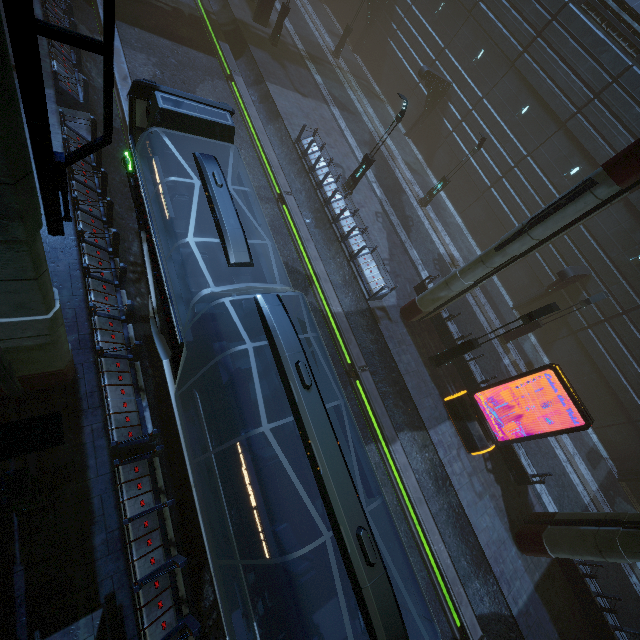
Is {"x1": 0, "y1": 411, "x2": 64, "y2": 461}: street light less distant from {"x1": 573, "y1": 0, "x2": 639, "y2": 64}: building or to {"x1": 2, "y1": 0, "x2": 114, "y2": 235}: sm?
{"x1": 573, "y1": 0, "x2": 639, "y2": 64}: building

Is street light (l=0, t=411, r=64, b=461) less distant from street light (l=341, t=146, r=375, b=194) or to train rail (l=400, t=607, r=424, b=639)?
train rail (l=400, t=607, r=424, b=639)

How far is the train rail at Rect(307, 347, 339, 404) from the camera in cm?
1318

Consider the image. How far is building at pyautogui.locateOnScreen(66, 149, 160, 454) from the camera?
7.9 meters

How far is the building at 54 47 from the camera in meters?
11.4

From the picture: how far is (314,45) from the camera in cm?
2802

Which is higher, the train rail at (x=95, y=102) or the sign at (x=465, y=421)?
the sign at (x=465, y=421)

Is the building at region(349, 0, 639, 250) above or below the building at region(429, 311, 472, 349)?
above
